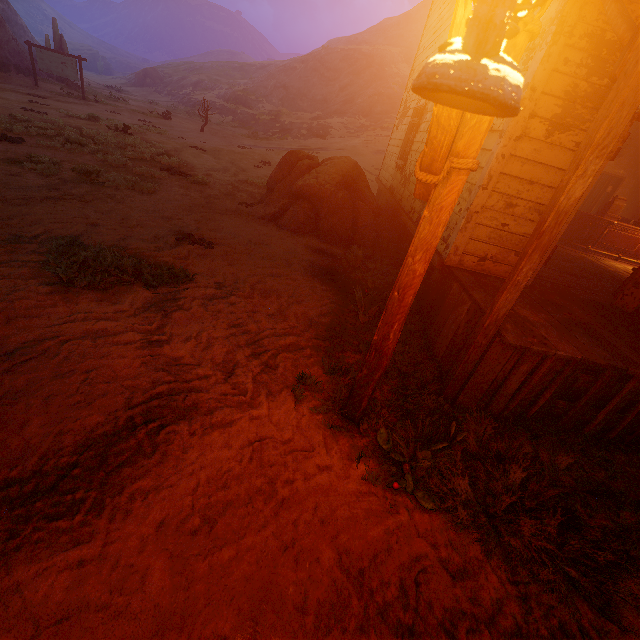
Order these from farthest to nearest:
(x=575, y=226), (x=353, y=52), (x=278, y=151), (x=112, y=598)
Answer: (x=353, y=52)
(x=278, y=151)
(x=575, y=226)
(x=112, y=598)

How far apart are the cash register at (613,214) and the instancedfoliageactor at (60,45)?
36.3m

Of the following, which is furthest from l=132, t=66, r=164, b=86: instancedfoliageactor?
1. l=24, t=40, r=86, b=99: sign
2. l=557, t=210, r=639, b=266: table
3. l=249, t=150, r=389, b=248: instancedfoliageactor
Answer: l=557, t=210, r=639, b=266: table

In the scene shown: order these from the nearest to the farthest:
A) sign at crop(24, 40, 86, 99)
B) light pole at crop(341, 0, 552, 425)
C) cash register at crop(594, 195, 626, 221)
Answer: light pole at crop(341, 0, 552, 425) < cash register at crop(594, 195, 626, 221) < sign at crop(24, 40, 86, 99)

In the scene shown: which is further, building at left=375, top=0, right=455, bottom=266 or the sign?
the sign

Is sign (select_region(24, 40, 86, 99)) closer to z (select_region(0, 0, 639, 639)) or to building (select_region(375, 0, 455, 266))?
z (select_region(0, 0, 639, 639))

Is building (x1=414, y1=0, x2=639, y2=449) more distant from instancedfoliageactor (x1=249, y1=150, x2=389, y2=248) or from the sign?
the sign

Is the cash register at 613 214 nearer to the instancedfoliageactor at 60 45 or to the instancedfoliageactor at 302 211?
the instancedfoliageactor at 302 211
